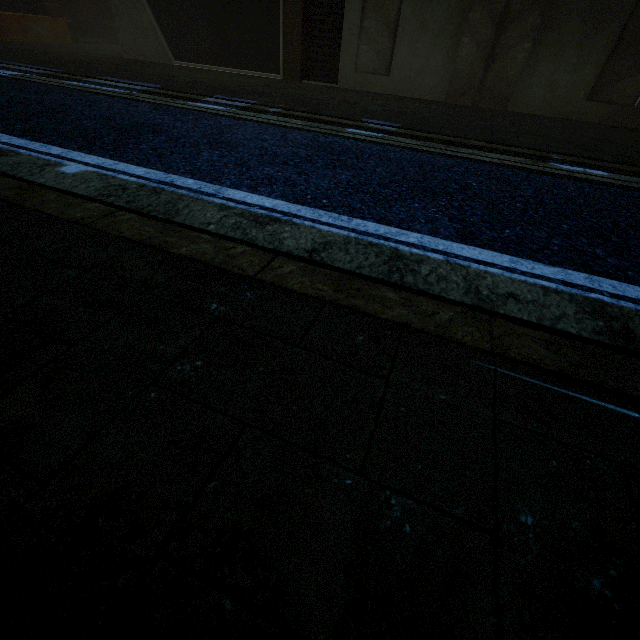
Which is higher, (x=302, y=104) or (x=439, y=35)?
(x=439, y=35)
